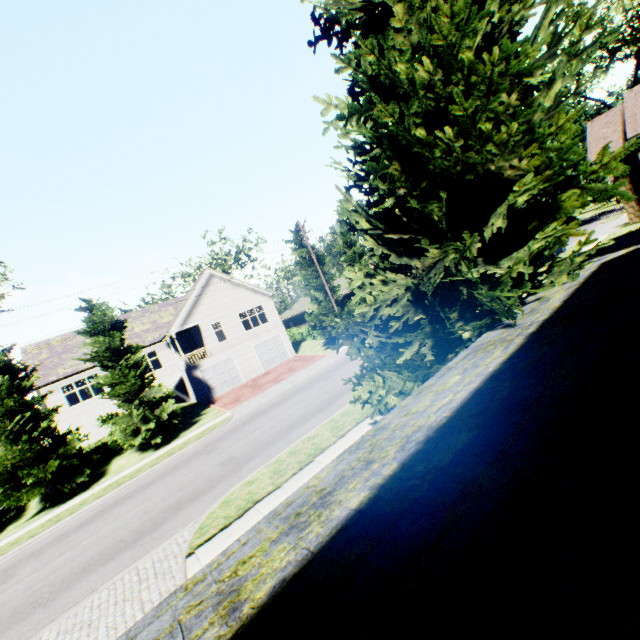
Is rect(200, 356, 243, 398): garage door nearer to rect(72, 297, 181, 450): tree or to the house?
rect(72, 297, 181, 450): tree

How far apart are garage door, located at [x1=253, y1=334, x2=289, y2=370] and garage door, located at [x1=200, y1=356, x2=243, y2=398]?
2.2 meters

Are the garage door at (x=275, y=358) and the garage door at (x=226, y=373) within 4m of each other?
yes

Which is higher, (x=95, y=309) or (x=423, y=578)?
(x=95, y=309)

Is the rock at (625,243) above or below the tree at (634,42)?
below

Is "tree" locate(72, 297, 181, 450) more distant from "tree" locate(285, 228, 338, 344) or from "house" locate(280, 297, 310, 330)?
"house" locate(280, 297, 310, 330)

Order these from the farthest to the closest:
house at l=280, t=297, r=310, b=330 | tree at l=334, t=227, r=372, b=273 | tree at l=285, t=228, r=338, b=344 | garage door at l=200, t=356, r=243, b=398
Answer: house at l=280, t=297, r=310, b=330 < tree at l=334, t=227, r=372, b=273 < tree at l=285, t=228, r=338, b=344 < garage door at l=200, t=356, r=243, b=398

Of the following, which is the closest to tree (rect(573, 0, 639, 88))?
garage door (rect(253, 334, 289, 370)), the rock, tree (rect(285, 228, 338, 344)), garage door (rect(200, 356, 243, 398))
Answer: tree (rect(285, 228, 338, 344))
